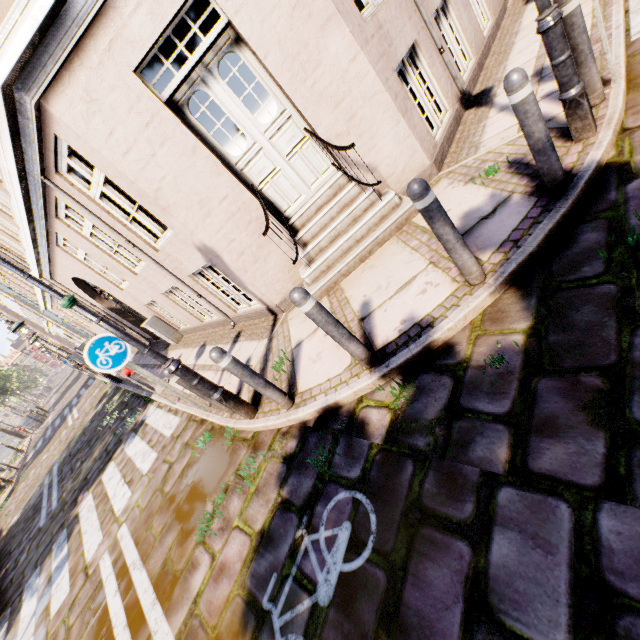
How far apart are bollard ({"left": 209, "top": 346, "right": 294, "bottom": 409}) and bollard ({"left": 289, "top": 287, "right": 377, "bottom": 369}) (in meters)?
1.00

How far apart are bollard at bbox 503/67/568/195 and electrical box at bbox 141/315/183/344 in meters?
9.5

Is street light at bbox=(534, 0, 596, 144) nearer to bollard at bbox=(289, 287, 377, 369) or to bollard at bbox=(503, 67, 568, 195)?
bollard at bbox=(503, 67, 568, 195)

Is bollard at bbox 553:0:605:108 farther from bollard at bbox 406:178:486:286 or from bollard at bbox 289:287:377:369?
bollard at bbox 289:287:377:369

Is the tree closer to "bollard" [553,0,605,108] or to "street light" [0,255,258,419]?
"street light" [0,255,258,419]

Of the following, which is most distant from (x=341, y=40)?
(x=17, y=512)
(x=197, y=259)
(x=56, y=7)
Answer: (x=17, y=512)

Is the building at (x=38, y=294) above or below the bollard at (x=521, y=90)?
above

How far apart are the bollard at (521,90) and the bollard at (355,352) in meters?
2.2
